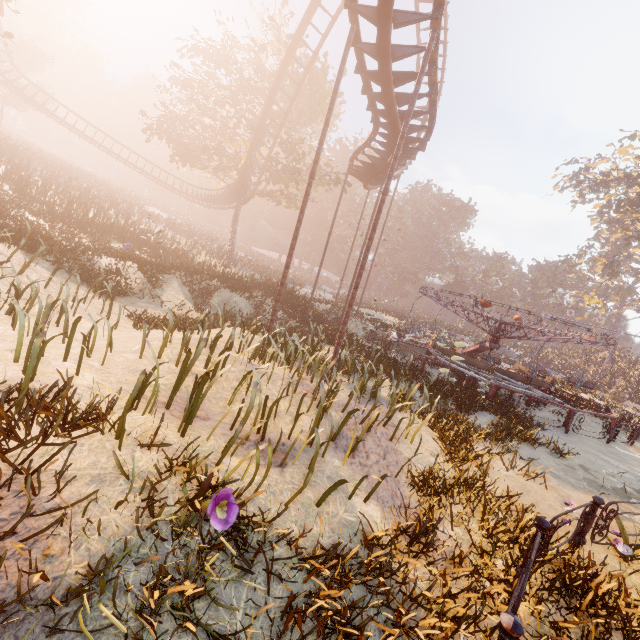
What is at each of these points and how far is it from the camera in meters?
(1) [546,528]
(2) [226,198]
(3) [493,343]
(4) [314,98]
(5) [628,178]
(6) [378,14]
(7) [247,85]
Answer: (1) metal fence, 3.9
(2) roller coaster, 32.8
(3) merry-go-round, 18.5
(4) tree, 25.6
(5) tree, 33.8
(6) roller coaster, 7.1
(7) tree, 25.1

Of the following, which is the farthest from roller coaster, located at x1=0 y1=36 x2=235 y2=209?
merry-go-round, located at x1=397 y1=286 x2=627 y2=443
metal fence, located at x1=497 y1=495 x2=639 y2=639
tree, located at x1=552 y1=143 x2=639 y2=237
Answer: tree, located at x1=552 y1=143 x2=639 y2=237

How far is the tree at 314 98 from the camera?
24.25m

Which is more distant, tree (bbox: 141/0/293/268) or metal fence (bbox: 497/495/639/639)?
tree (bbox: 141/0/293/268)

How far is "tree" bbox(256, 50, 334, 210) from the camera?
24.3 meters

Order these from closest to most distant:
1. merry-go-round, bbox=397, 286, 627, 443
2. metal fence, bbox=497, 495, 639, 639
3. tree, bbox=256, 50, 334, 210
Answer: metal fence, bbox=497, 495, 639, 639 → merry-go-round, bbox=397, 286, 627, 443 → tree, bbox=256, 50, 334, 210

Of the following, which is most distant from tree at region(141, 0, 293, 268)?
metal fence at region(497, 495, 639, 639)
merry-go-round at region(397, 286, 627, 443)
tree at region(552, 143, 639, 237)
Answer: tree at region(552, 143, 639, 237)

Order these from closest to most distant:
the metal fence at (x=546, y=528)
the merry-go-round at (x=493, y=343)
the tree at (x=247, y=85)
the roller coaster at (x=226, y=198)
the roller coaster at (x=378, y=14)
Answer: the metal fence at (x=546, y=528)
the roller coaster at (x=378, y=14)
the merry-go-round at (x=493, y=343)
the tree at (x=247, y=85)
the roller coaster at (x=226, y=198)
